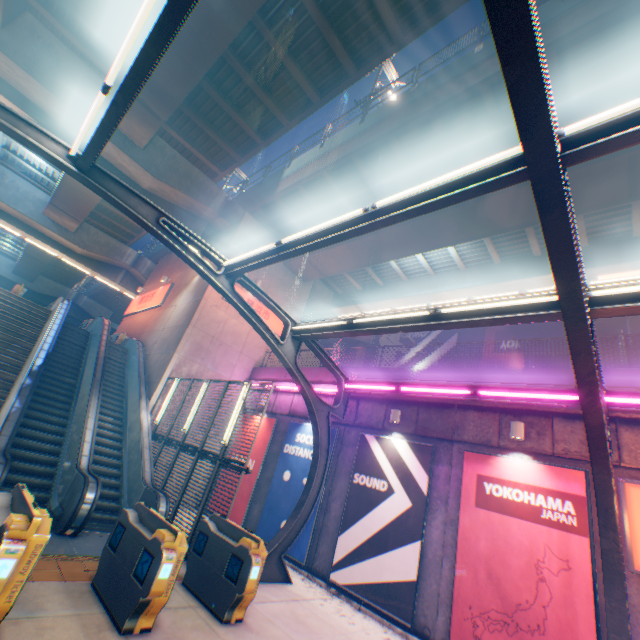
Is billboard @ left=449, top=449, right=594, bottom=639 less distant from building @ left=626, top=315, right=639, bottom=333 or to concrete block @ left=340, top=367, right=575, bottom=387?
concrete block @ left=340, top=367, right=575, bottom=387

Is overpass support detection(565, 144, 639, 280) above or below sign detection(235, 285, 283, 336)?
above

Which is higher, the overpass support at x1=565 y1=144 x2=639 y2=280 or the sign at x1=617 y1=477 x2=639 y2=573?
the overpass support at x1=565 y1=144 x2=639 y2=280

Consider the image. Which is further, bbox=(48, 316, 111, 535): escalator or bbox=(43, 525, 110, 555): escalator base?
bbox=(48, 316, 111, 535): escalator

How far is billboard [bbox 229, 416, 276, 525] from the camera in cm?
1304

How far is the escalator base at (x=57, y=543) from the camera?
6.7m

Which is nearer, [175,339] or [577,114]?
[577,114]

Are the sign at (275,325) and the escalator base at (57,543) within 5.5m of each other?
no
